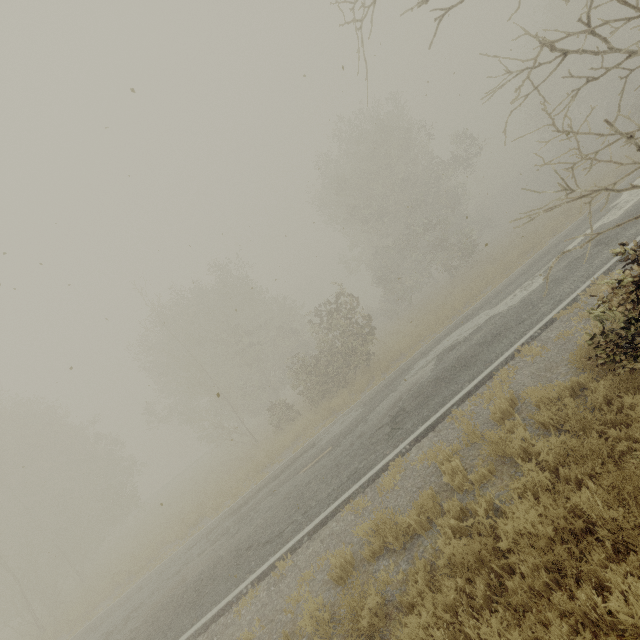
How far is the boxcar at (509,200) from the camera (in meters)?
59.03

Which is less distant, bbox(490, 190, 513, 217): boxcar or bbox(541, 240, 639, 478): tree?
bbox(541, 240, 639, 478): tree

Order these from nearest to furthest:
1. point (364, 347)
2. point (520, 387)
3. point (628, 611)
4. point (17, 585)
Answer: point (628, 611)
point (520, 387)
point (364, 347)
point (17, 585)

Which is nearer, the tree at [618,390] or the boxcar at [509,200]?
the tree at [618,390]

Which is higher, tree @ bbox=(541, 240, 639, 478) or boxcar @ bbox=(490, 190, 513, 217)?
boxcar @ bbox=(490, 190, 513, 217)

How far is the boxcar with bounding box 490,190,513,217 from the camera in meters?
59.0
